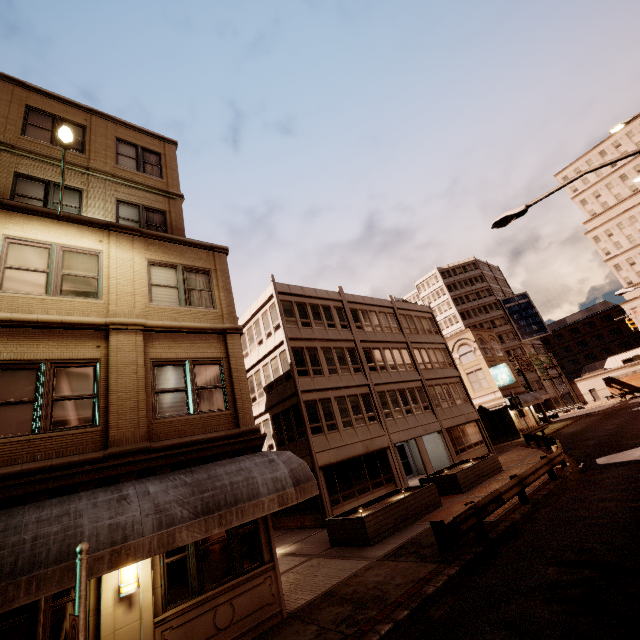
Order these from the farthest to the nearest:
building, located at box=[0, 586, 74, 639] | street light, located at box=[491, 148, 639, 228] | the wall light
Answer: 1. street light, located at box=[491, 148, 639, 228]
2. the wall light
3. building, located at box=[0, 586, 74, 639]

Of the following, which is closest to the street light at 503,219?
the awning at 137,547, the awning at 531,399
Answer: the awning at 137,547

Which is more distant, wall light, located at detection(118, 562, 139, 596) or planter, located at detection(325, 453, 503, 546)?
planter, located at detection(325, 453, 503, 546)

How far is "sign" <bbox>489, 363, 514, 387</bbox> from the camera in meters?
36.3

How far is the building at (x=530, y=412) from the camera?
38.42m

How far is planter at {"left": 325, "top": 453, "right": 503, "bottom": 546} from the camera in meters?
12.4

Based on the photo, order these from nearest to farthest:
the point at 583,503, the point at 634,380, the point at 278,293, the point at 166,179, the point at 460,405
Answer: the point at 583,503
the point at 166,179
the point at 278,293
the point at 460,405
the point at 634,380

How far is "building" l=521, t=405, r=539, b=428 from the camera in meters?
38.4
